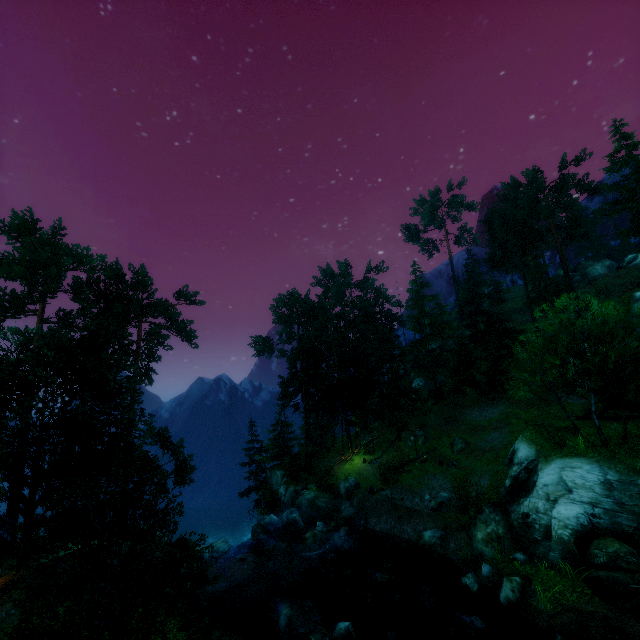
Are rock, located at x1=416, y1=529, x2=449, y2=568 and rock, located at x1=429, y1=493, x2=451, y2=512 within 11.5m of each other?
yes

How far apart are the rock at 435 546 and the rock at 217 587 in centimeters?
1233cm

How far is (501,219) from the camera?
44.5m

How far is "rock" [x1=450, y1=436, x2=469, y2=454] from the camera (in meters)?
31.91

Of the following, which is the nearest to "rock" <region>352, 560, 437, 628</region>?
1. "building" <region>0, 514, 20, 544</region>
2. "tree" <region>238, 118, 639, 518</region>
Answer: "tree" <region>238, 118, 639, 518</region>

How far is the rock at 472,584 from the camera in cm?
1650

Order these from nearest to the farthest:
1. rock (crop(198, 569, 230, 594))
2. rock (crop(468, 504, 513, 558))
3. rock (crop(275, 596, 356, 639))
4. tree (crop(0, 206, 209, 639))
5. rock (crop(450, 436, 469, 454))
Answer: tree (crop(0, 206, 209, 639))
rock (crop(275, 596, 356, 639))
rock (crop(468, 504, 513, 558))
rock (crop(198, 569, 230, 594))
rock (crop(450, 436, 469, 454))

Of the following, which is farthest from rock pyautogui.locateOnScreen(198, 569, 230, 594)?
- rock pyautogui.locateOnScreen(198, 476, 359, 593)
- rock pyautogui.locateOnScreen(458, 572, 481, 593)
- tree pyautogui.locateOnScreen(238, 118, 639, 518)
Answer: rock pyautogui.locateOnScreen(458, 572, 481, 593)
